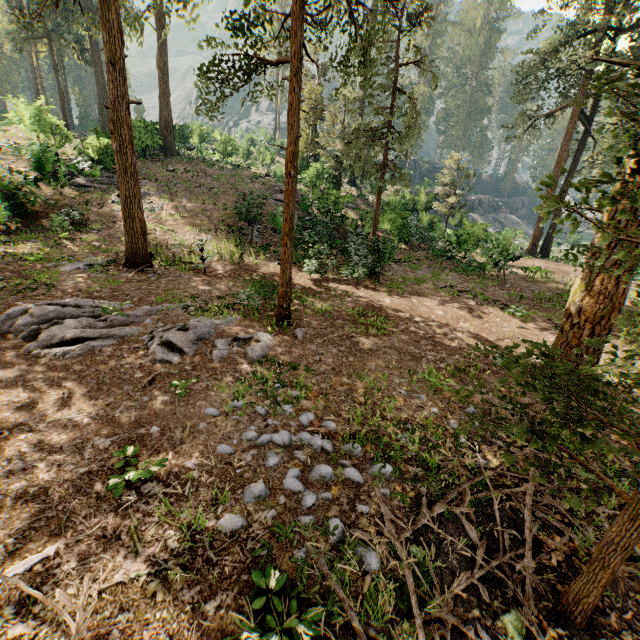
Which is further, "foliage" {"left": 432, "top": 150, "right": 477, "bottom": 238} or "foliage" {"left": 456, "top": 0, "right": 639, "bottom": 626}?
"foliage" {"left": 432, "top": 150, "right": 477, "bottom": 238}

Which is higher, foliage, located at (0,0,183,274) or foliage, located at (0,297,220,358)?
foliage, located at (0,0,183,274)

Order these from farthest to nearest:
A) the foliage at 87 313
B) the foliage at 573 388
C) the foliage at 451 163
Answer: the foliage at 451 163
the foliage at 87 313
the foliage at 573 388

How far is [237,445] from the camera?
4.9m

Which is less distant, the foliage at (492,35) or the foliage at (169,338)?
the foliage at (169,338)

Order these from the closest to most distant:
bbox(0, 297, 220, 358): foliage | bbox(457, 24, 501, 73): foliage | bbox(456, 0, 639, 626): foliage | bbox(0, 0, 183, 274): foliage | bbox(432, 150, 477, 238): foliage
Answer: bbox(456, 0, 639, 626): foliage, bbox(0, 297, 220, 358): foliage, bbox(0, 0, 183, 274): foliage, bbox(432, 150, 477, 238): foliage, bbox(457, 24, 501, 73): foliage
